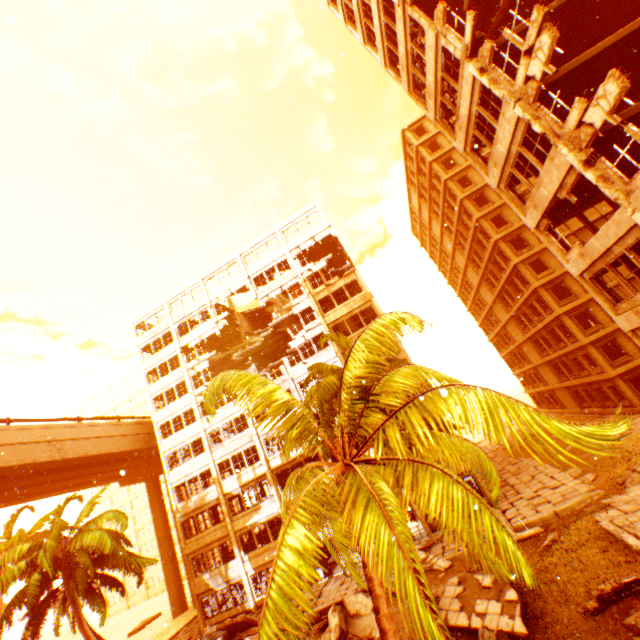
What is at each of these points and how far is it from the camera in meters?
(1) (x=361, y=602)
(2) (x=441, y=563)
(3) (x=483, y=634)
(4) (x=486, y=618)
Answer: (1) rock pile, 15.1
(2) floor rubble, 17.4
(3) metal barrel, 10.6
(4) floor rubble, 11.3

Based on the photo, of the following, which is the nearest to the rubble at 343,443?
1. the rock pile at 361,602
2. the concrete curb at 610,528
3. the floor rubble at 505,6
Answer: the rock pile at 361,602

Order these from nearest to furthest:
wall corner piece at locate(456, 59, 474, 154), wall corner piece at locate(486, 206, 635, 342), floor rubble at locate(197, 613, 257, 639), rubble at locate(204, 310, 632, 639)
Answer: rubble at locate(204, 310, 632, 639) < wall corner piece at locate(486, 206, 635, 342) < wall corner piece at locate(456, 59, 474, 154) < floor rubble at locate(197, 613, 257, 639)

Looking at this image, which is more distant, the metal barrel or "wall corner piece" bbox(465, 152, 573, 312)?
"wall corner piece" bbox(465, 152, 573, 312)

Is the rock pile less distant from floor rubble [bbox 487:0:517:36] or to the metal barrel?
the metal barrel

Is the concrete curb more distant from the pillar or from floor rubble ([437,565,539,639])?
the pillar

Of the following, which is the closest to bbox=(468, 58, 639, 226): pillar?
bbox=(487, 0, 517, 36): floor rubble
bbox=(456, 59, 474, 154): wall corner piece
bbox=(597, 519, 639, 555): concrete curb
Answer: bbox=(456, 59, 474, 154): wall corner piece

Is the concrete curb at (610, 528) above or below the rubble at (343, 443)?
below
